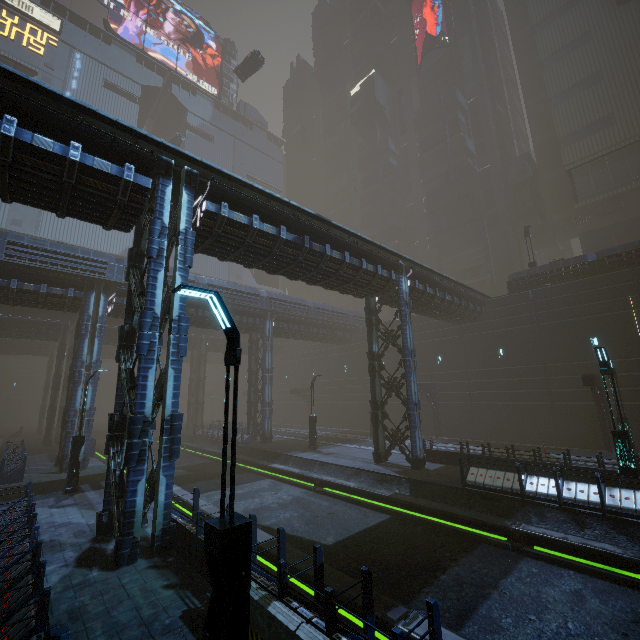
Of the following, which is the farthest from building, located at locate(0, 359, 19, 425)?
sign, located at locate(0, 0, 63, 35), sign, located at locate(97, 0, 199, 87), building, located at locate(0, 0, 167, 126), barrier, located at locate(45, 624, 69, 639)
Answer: barrier, located at locate(45, 624, 69, 639)

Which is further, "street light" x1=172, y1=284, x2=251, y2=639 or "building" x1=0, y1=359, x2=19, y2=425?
"building" x1=0, y1=359, x2=19, y2=425

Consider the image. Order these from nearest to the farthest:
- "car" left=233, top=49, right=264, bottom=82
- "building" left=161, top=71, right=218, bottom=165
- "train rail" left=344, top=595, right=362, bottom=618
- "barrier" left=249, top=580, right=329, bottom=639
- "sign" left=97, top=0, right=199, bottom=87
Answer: "barrier" left=249, top=580, right=329, bottom=639 → "train rail" left=344, top=595, right=362, bottom=618 → "car" left=233, top=49, right=264, bottom=82 → "sign" left=97, top=0, right=199, bottom=87 → "building" left=161, top=71, right=218, bottom=165

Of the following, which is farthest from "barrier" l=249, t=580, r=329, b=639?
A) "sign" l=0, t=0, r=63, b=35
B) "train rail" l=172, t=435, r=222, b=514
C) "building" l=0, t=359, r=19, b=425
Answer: "building" l=0, t=359, r=19, b=425

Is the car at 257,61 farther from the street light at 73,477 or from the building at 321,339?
the street light at 73,477

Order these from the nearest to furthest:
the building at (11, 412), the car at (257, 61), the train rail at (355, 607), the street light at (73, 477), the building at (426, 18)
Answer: the train rail at (355, 607), the street light at (73, 477), the car at (257, 61), the building at (426, 18), the building at (11, 412)

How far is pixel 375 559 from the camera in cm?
1033

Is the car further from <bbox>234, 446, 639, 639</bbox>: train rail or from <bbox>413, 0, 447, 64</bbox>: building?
<bbox>234, 446, 639, 639</bbox>: train rail
